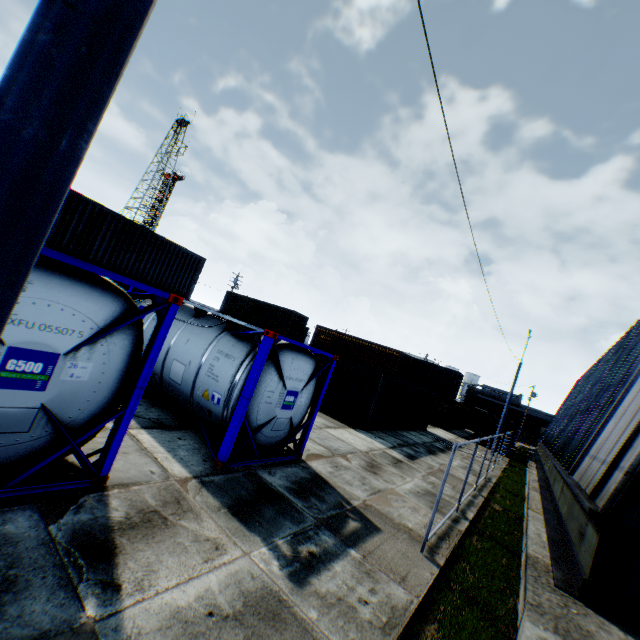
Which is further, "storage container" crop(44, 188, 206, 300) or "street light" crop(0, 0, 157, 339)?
"storage container" crop(44, 188, 206, 300)

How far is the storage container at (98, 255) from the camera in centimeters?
1519cm

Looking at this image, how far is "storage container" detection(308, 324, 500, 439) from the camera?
16.61m

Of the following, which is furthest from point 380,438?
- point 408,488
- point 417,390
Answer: point 417,390

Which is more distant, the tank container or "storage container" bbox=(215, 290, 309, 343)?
"storage container" bbox=(215, 290, 309, 343)

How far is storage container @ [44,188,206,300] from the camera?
15.19m

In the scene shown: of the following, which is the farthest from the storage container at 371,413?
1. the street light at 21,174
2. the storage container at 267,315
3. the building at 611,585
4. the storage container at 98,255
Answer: the street light at 21,174

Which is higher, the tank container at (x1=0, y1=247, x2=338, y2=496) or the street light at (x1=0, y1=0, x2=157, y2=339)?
the street light at (x1=0, y1=0, x2=157, y2=339)
